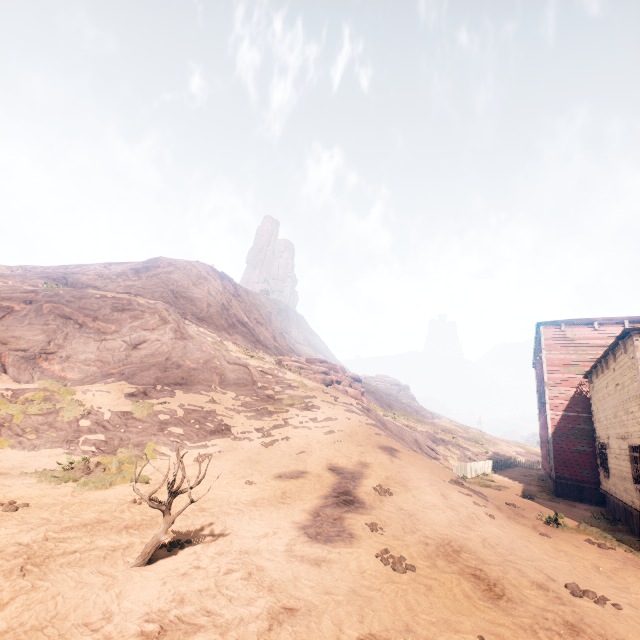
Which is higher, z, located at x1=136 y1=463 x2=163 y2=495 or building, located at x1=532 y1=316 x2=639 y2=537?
building, located at x1=532 y1=316 x2=639 y2=537

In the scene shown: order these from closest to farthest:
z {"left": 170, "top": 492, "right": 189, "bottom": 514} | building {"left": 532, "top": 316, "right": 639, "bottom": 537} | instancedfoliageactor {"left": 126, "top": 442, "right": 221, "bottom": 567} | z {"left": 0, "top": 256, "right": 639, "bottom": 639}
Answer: z {"left": 0, "top": 256, "right": 639, "bottom": 639} → instancedfoliageactor {"left": 126, "top": 442, "right": 221, "bottom": 567} → z {"left": 170, "top": 492, "right": 189, "bottom": 514} → building {"left": 532, "top": 316, "right": 639, "bottom": 537}

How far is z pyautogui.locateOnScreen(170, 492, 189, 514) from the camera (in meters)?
8.33

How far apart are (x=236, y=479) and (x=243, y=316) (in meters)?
35.67

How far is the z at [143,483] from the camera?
9.8m

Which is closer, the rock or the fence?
the fence

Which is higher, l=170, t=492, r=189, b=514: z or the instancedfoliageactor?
the instancedfoliageactor

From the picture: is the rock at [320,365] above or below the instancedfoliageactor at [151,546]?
above
